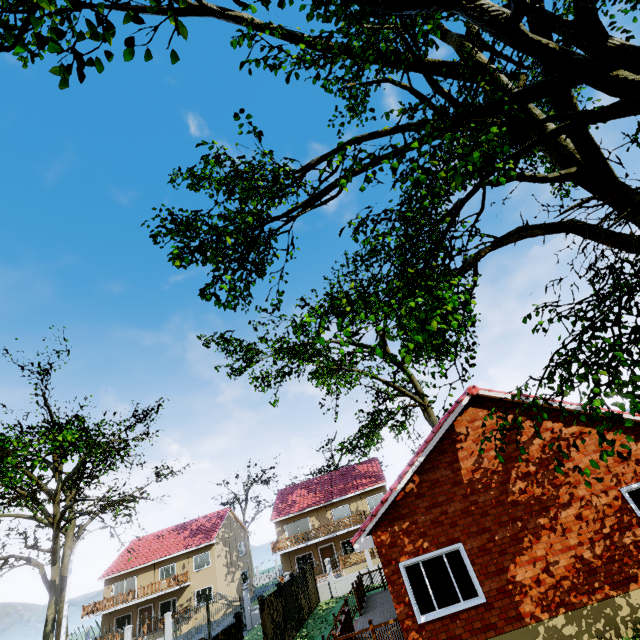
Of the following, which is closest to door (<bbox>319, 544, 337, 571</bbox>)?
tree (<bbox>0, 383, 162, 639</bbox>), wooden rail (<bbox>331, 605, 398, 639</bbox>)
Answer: tree (<bbox>0, 383, 162, 639</bbox>)

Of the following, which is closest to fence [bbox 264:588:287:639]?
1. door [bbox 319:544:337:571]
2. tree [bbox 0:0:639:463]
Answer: tree [bbox 0:0:639:463]

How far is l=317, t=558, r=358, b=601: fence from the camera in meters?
23.7

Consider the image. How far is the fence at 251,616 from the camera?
23.68m

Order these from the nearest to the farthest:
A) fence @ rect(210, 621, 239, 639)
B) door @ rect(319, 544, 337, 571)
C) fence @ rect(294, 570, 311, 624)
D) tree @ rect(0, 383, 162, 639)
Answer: tree @ rect(0, 383, 162, 639), fence @ rect(210, 621, 239, 639), fence @ rect(294, 570, 311, 624), door @ rect(319, 544, 337, 571)

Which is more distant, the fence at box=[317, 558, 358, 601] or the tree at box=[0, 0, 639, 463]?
the fence at box=[317, 558, 358, 601]

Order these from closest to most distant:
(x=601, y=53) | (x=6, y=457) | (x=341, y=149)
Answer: (x=601, y=53) → (x=6, y=457) → (x=341, y=149)

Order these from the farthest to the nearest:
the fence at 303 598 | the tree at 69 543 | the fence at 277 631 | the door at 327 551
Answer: the door at 327 551
the fence at 303 598
the fence at 277 631
the tree at 69 543
